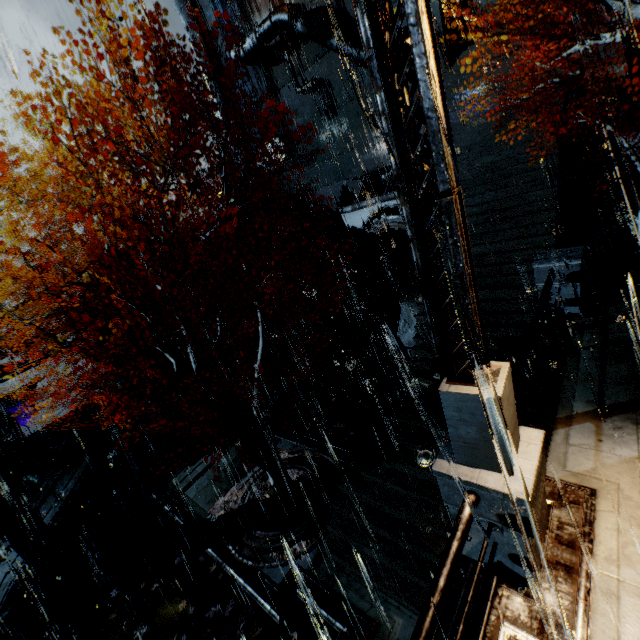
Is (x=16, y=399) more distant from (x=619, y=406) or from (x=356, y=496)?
(x=619, y=406)

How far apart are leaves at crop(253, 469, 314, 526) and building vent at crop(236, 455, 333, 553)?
0.0m

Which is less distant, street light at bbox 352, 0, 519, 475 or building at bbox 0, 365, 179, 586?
street light at bbox 352, 0, 519, 475

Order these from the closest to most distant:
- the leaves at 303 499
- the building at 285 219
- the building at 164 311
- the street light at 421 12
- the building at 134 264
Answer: the street light at 421 12
the leaves at 303 499
the building at 134 264
the building at 164 311
the building at 285 219

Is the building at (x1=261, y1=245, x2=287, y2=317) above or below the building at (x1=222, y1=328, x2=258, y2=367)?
above

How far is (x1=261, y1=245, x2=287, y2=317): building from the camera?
22.86m

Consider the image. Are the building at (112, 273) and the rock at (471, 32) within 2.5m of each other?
no

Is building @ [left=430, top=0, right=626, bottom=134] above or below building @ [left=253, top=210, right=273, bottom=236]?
above
